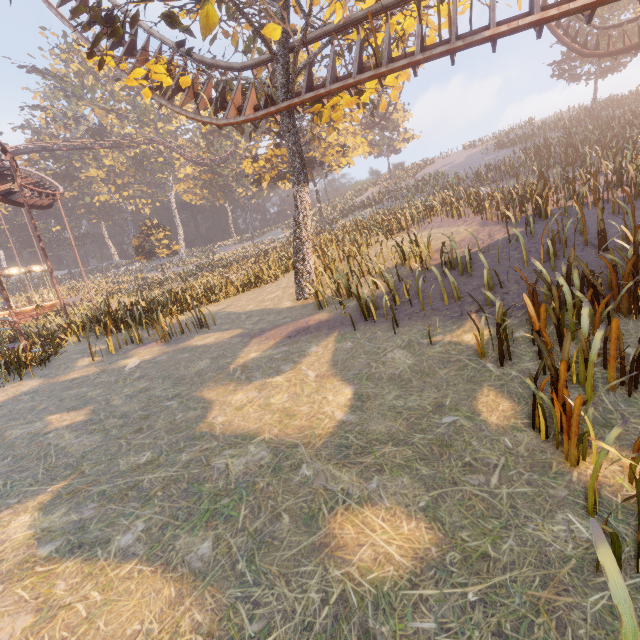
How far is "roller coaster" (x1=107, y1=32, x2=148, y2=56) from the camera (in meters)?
14.48

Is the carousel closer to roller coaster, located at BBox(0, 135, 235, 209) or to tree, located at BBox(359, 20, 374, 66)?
roller coaster, located at BBox(0, 135, 235, 209)

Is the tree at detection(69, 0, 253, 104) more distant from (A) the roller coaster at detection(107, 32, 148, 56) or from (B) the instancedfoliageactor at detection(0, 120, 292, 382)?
(B) the instancedfoliageactor at detection(0, 120, 292, 382)

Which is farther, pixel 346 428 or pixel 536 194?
pixel 536 194

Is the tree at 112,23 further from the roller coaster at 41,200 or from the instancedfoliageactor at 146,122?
the instancedfoliageactor at 146,122

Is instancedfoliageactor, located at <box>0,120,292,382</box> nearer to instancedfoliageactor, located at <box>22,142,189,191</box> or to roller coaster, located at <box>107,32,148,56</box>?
roller coaster, located at <box>107,32,148,56</box>

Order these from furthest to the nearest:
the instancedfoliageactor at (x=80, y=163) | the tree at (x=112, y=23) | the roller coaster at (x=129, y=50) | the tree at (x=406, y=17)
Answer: the instancedfoliageactor at (x=80, y=163) → the roller coaster at (x=129, y=50) → the tree at (x=406, y=17) → the tree at (x=112, y=23)
